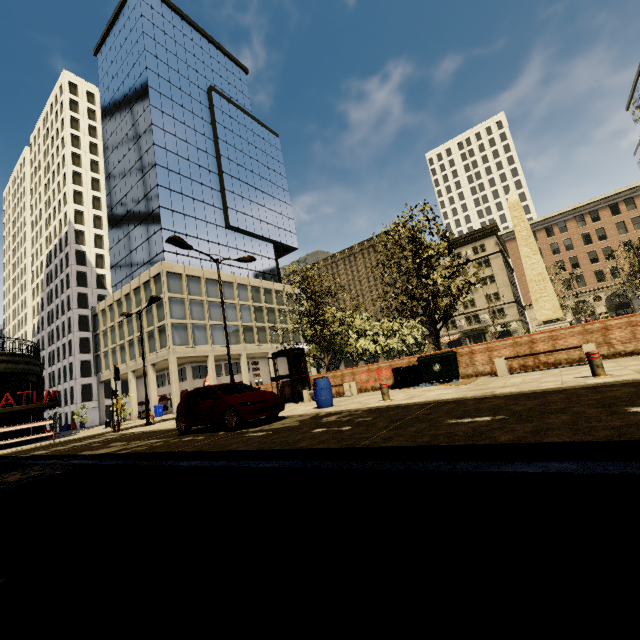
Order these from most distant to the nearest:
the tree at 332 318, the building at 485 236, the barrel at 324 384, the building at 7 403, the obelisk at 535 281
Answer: the building at 485 236, the building at 7 403, the obelisk at 535 281, the tree at 332 318, the barrel at 324 384

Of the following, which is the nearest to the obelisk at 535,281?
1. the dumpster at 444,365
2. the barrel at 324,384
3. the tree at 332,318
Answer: the tree at 332,318

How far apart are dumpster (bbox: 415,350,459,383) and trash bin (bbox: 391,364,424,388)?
0.2m

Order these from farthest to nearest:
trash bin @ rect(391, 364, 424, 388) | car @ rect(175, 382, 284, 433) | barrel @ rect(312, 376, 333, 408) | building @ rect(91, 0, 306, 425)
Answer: building @ rect(91, 0, 306, 425)
trash bin @ rect(391, 364, 424, 388)
barrel @ rect(312, 376, 333, 408)
car @ rect(175, 382, 284, 433)

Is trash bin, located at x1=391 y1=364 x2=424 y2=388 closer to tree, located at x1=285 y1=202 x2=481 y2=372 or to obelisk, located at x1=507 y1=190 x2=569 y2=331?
tree, located at x1=285 y1=202 x2=481 y2=372

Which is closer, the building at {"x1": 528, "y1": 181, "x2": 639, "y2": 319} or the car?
the car

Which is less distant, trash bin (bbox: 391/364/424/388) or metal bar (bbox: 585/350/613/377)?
metal bar (bbox: 585/350/613/377)

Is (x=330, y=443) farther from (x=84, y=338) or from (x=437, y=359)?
(x=84, y=338)
